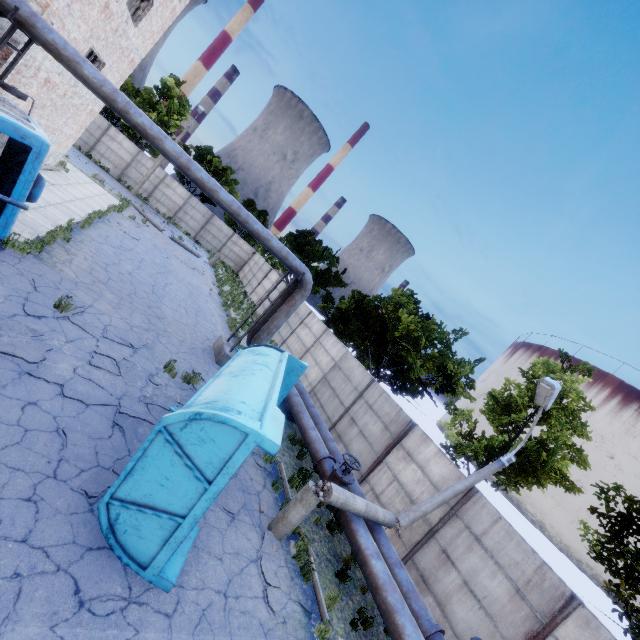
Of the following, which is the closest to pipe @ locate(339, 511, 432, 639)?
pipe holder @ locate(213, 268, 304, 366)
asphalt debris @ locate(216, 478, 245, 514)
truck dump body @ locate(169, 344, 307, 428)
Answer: asphalt debris @ locate(216, 478, 245, 514)

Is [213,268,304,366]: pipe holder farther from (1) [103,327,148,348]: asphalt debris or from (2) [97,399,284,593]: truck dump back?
(2) [97,399,284,593]: truck dump back

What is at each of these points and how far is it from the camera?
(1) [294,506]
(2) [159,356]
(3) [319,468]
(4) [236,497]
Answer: (1) lamp post, 7.35m
(2) asphalt debris, 10.16m
(3) pipe valve, 9.78m
(4) asphalt debris, 7.46m

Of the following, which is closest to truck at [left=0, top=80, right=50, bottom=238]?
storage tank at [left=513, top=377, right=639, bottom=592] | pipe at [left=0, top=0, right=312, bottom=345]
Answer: pipe at [left=0, top=0, right=312, bottom=345]

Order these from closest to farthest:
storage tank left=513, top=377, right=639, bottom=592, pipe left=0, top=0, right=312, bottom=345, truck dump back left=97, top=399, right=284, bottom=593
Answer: truck dump back left=97, top=399, right=284, bottom=593 < pipe left=0, top=0, right=312, bottom=345 < storage tank left=513, top=377, right=639, bottom=592

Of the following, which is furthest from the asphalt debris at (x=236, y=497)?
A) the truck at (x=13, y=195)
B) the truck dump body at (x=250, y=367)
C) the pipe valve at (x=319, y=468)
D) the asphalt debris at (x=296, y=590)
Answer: the truck at (x=13, y=195)

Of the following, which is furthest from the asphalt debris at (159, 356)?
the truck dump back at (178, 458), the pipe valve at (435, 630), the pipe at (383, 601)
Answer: the pipe valve at (435, 630)

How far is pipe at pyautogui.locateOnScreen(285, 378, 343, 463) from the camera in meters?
10.6 m
